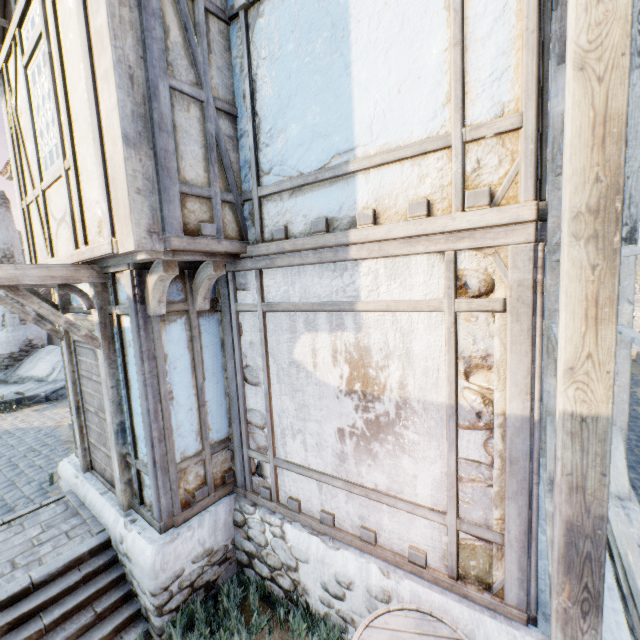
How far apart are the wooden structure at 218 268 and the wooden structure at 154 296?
0.36m

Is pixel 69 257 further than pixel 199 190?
Yes

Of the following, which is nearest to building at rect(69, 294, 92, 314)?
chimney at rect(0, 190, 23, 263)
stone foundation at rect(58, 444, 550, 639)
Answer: stone foundation at rect(58, 444, 550, 639)

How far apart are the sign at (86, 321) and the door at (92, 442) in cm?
2

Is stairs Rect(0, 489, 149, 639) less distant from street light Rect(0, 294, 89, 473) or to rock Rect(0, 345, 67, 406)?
street light Rect(0, 294, 89, 473)

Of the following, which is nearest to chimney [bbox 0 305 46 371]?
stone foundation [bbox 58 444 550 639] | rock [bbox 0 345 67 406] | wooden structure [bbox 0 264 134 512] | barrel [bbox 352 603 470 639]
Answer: rock [bbox 0 345 67 406]

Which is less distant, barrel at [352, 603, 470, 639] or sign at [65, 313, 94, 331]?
barrel at [352, 603, 470, 639]

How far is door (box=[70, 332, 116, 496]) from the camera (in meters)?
4.18
